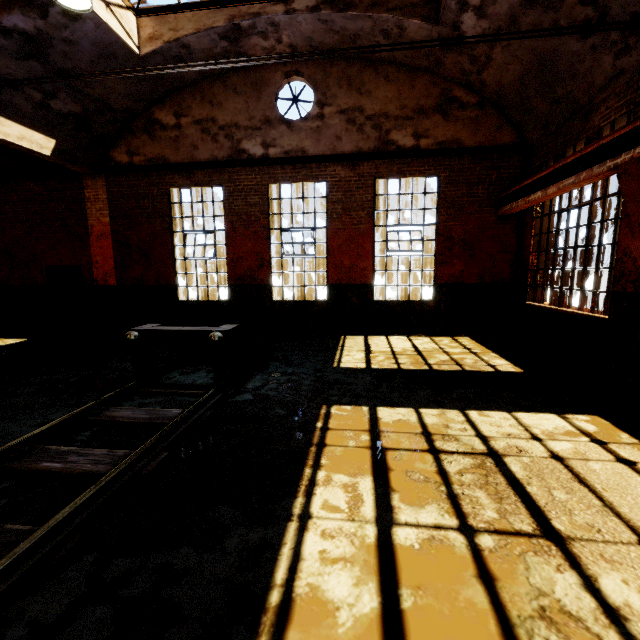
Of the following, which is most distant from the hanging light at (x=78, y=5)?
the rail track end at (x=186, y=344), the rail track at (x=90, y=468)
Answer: the rail track at (x=90, y=468)

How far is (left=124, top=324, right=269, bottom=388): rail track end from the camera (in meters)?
4.94

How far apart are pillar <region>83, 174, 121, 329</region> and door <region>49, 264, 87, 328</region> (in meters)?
0.37

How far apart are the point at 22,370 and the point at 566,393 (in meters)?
9.75

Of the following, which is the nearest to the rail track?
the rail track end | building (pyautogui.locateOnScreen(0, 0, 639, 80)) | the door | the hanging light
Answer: the rail track end

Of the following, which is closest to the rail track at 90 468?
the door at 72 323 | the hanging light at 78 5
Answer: the hanging light at 78 5

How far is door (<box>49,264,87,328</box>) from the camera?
10.9 meters

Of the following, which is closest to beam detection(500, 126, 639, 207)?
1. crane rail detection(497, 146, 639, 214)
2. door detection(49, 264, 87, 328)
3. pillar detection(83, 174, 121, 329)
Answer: crane rail detection(497, 146, 639, 214)
